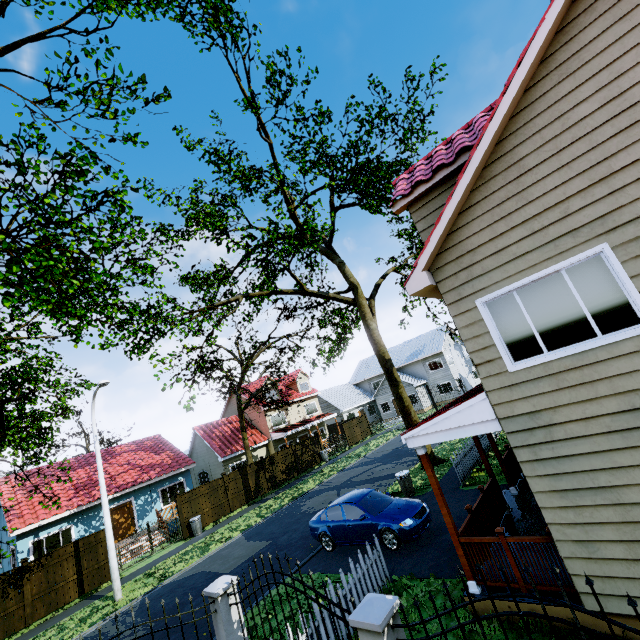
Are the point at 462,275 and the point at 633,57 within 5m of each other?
yes

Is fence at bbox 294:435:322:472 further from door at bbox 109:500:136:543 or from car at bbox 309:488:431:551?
car at bbox 309:488:431:551

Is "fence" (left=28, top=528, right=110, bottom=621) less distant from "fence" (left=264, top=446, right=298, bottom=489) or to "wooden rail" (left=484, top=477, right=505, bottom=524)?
"wooden rail" (left=484, top=477, right=505, bottom=524)

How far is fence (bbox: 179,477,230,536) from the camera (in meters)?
19.80

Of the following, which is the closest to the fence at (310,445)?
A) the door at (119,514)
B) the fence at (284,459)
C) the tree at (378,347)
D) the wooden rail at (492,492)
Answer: the fence at (284,459)

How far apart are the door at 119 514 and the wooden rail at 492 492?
23.1 meters

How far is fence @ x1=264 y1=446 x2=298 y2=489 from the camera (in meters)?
24.95

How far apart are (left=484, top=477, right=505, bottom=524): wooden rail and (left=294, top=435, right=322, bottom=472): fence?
20.93m
